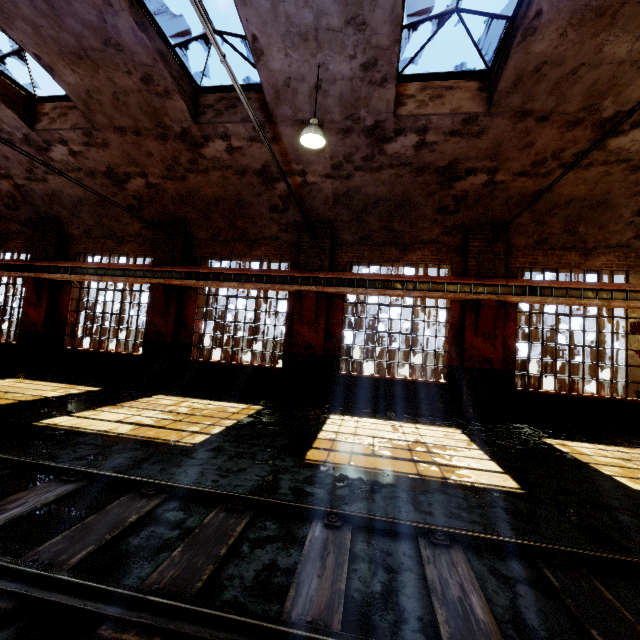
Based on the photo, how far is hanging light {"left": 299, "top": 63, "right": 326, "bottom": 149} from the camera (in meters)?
6.21

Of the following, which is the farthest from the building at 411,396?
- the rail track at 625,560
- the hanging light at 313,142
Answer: the rail track at 625,560

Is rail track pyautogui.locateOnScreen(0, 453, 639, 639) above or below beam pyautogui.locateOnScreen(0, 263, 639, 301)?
below

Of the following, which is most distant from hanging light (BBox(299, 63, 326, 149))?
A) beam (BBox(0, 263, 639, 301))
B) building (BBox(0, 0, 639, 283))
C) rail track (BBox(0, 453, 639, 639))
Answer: rail track (BBox(0, 453, 639, 639))

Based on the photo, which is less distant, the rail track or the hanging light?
the rail track

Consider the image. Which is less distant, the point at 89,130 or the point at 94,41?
the point at 94,41

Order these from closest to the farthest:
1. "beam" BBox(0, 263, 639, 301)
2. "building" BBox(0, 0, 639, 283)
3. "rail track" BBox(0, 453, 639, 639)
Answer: "rail track" BBox(0, 453, 639, 639) < "building" BBox(0, 0, 639, 283) < "beam" BBox(0, 263, 639, 301)

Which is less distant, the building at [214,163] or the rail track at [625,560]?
the rail track at [625,560]
